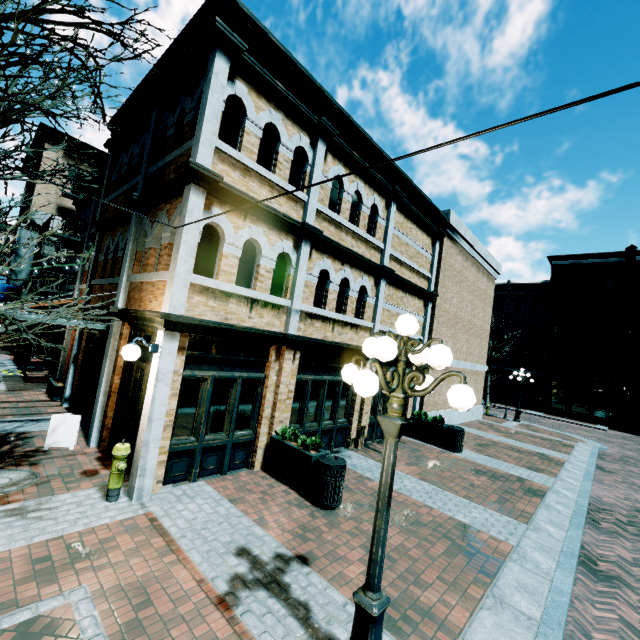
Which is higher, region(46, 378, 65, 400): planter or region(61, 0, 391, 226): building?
region(61, 0, 391, 226): building

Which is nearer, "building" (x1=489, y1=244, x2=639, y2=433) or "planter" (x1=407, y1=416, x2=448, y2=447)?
"planter" (x1=407, y1=416, x2=448, y2=447)

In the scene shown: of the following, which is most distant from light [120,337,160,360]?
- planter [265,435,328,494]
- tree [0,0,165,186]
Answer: planter [265,435,328,494]

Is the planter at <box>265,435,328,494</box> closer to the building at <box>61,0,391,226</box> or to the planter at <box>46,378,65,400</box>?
the building at <box>61,0,391,226</box>

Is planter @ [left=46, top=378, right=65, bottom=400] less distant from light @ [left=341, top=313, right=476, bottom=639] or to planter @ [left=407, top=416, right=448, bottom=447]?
light @ [left=341, top=313, right=476, bottom=639]

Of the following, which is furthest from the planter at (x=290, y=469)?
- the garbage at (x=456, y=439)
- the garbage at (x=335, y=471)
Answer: the garbage at (x=456, y=439)

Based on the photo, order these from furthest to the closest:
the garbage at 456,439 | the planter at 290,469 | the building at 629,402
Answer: the building at 629,402
the garbage at 456,439
the planter at 290,469

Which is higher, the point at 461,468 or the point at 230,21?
the point at 230,21
